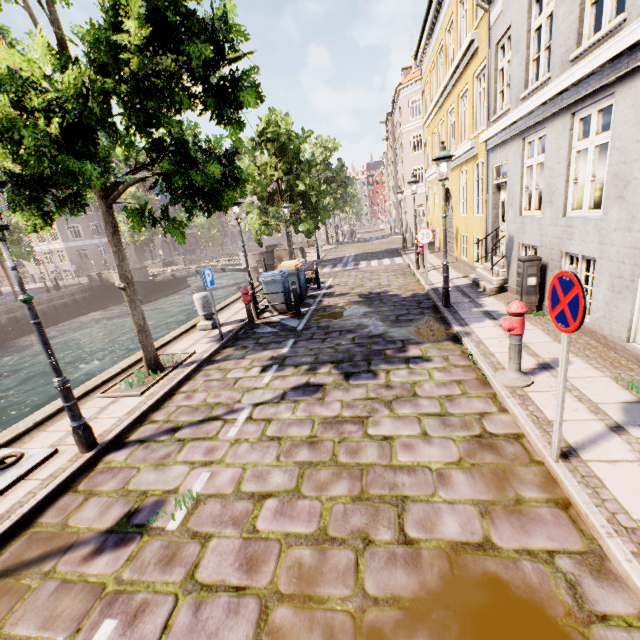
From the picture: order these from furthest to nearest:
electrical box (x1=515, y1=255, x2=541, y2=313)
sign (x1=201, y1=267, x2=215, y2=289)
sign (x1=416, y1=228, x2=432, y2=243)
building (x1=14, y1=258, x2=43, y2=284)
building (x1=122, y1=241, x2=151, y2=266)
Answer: building (x1=122, y1=241, x2=151, y2=266)
building (x1=14, y1=258, x2=43, y2=284)
sign (x1=416, y1=228, x2=432, y2=243)
sign (x1=201, y1=267, x2=215, y2=289)
electrical box (x1=515, y1=255, x2=541, y2=313)

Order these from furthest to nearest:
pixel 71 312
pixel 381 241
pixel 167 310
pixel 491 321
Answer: pixel 381 241 → pixel 71 312 → pixel 167 310 → pixel 491 321

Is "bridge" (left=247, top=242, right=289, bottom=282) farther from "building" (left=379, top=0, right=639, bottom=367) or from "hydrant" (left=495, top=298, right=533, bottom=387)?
"hydrant" (left=495, top=298, right=533, bottom=387)

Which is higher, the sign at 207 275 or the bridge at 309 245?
the sign at 207 275

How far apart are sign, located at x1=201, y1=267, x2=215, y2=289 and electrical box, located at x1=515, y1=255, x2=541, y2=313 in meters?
7.2

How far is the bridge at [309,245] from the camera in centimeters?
2588cm

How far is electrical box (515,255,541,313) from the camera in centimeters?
693cm

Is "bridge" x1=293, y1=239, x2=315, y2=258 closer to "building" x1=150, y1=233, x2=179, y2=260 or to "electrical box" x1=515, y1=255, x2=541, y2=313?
"building" x1=150, y1=233, x2=179, y2=260
